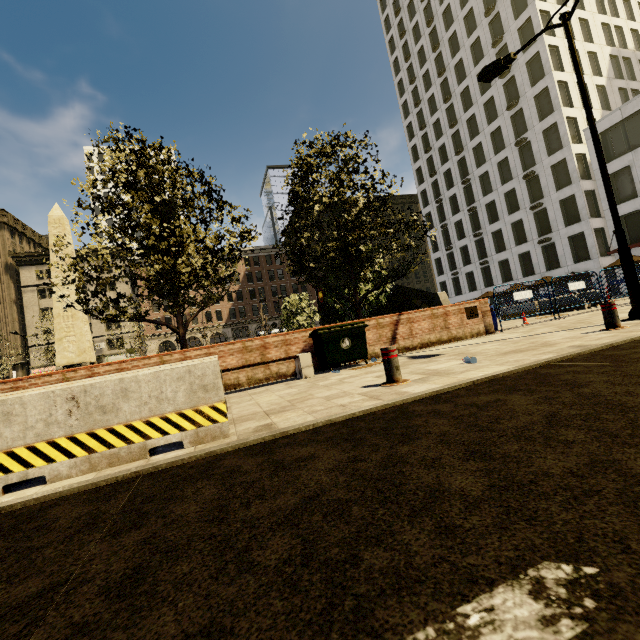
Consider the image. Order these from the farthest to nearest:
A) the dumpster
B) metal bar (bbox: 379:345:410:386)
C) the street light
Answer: the dumpster, the street light, metal bar (bbox: 379:345:410:386)

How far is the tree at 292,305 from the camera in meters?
29.5 m

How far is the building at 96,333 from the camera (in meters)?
49.53

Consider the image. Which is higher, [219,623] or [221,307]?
[221,307]

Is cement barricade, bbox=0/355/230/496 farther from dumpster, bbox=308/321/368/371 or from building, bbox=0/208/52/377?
building, bbox=0/208/52/377

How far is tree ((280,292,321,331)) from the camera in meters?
29.5

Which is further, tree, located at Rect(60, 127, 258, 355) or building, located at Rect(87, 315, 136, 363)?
building, located at Rect(87, 315, 136, 363)

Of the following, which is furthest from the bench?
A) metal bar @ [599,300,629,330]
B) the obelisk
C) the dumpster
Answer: the obelisk
